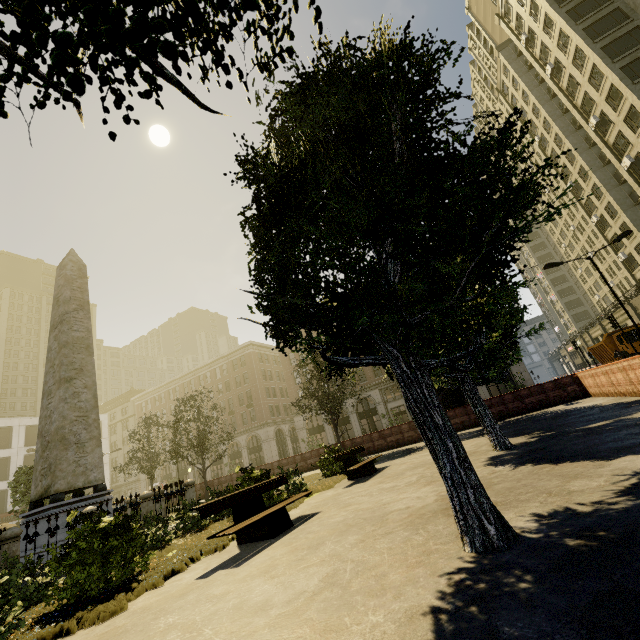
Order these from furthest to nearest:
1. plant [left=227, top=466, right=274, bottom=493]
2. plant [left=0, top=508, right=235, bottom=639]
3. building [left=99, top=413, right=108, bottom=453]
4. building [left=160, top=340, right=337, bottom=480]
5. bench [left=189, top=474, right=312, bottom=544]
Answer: building [left=99, top=413, right=108, bottom=453], building [left=160, top=340, right=337, bottom=480], plant [left=227, top=466, right=274, bottom=493], bench [left=189, top=474, right=312, bottom=544], plant [left=0, top=508, right=235, bottom=639]

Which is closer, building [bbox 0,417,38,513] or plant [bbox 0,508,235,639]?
plant [bbox 0,508,235,639]

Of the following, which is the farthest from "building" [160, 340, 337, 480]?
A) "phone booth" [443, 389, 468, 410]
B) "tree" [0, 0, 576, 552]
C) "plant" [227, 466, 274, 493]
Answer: "plant" [227, 466, 274, 493]

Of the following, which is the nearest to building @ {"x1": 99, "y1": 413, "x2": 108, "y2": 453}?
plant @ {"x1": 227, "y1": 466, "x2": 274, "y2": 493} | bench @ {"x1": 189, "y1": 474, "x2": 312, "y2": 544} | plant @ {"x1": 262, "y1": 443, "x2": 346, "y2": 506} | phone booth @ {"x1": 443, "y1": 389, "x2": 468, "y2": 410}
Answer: bench @ {"x1": 189, "y1": 474, "x2": 312, "y2": 544}

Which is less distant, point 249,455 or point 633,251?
point 633,251

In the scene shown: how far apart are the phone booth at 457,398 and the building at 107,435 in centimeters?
5490cm

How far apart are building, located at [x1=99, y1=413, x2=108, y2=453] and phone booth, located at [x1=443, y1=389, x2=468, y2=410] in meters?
54.9 m

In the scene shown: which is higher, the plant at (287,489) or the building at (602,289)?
the building at (602,289)
